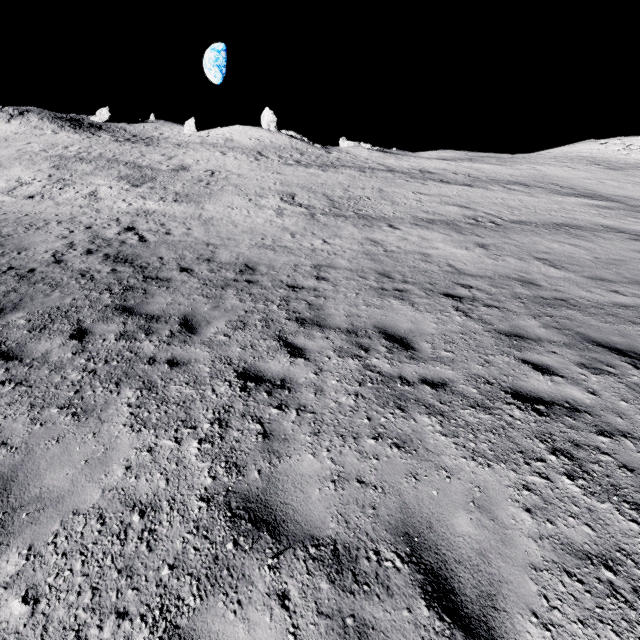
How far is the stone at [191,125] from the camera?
55.2 meters

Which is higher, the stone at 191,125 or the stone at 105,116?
the stone at 105,116

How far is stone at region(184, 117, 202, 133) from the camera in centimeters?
5517cm

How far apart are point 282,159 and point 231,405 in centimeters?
3751cm

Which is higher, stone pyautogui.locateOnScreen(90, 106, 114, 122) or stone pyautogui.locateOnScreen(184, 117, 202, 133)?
stone pyautogui.locateOnScreen(90, 106, 114, 122)

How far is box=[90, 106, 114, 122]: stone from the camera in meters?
54.9
